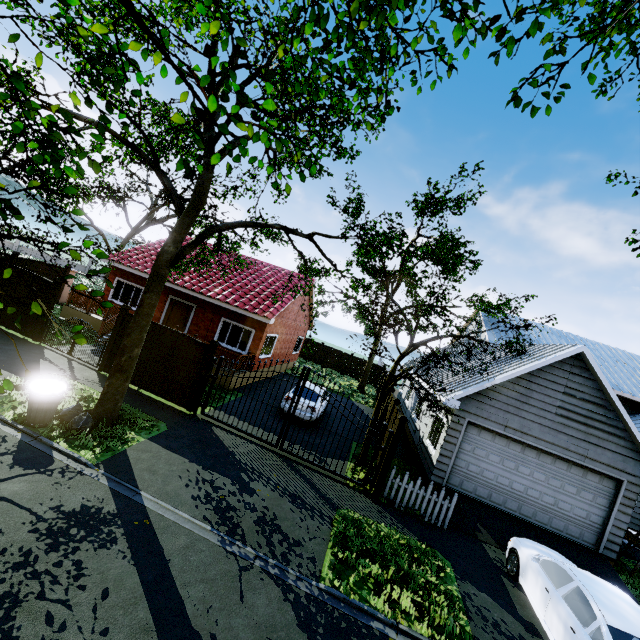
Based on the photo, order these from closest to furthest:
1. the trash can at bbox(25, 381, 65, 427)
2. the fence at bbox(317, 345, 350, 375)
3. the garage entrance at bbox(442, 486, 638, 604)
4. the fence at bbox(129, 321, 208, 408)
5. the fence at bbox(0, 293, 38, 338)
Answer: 1. the trash can at bbox(25, 381, 65, 427)
2. the garage entrance at bbox(442, 486, 638, 604)
3. the fence at bbox(129, 321, 208, 408)
4. the fence at bbox(0, 293, 38, 338)
5. the fence at bbox(317, 345, 350, 375)

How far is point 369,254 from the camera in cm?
1362

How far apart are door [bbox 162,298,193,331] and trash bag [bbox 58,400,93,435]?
9.1m

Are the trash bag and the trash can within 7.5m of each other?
yes

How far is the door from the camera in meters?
17.5 m

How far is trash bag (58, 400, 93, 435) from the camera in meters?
7.8 m

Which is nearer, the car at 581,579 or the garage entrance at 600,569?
the car at 581,579

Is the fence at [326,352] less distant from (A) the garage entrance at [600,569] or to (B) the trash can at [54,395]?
(A) the garage entrance at [600,569]
